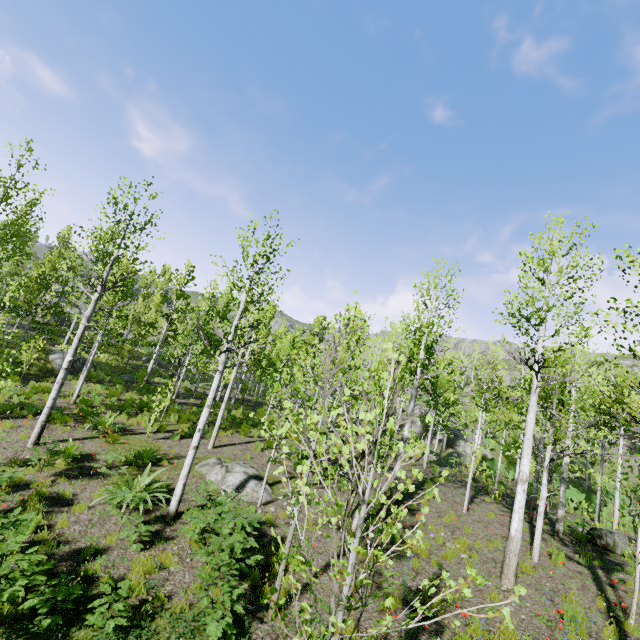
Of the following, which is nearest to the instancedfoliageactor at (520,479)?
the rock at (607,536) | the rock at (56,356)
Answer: the rock at (56,356)

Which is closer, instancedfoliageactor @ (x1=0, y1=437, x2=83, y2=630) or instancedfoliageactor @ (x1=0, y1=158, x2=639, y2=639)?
instancedfoliageactor @ (x1=0, y1=158, x2=639, y2=639)

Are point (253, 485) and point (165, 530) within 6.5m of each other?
yes

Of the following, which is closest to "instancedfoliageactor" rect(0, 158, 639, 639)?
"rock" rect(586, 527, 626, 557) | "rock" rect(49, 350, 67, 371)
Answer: "rock" rect(49, 350, 67, 371)

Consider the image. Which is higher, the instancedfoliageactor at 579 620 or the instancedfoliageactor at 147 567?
the instancedfoliageactor at 579 620

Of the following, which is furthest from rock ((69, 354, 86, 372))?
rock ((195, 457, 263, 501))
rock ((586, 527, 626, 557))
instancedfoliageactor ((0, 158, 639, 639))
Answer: rock ((586, 527, 626, 557))

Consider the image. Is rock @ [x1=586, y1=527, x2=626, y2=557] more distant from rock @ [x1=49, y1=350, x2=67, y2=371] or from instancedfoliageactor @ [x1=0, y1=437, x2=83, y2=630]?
rock @ [x1=49, y1=350, x2=67, y2=371]

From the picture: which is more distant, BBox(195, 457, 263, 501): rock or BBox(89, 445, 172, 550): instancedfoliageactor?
BBox(195, 457, 263, 501): rock
